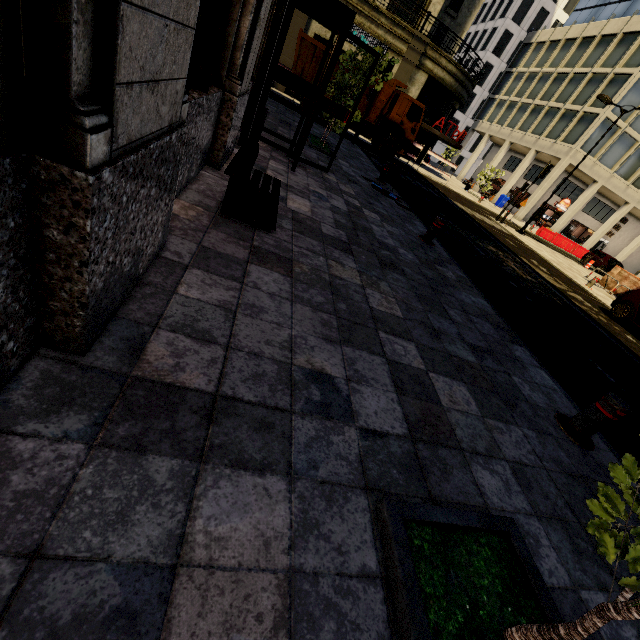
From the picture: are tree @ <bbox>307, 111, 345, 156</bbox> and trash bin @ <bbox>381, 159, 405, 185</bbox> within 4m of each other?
yes

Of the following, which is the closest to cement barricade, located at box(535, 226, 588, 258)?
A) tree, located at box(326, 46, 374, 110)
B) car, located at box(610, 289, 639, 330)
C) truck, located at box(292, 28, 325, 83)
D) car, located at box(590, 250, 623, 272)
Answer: car, located at box(590, 250, 623, 272)

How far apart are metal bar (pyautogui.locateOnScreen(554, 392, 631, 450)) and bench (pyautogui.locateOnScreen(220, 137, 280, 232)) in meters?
3.8

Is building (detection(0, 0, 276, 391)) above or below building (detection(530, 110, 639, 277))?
below

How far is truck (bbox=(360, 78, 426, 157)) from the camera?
17.3 meters

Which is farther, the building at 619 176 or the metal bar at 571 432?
the building at 619 176

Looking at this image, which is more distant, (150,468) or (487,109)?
(487,109)

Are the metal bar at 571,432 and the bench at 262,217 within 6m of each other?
yes
